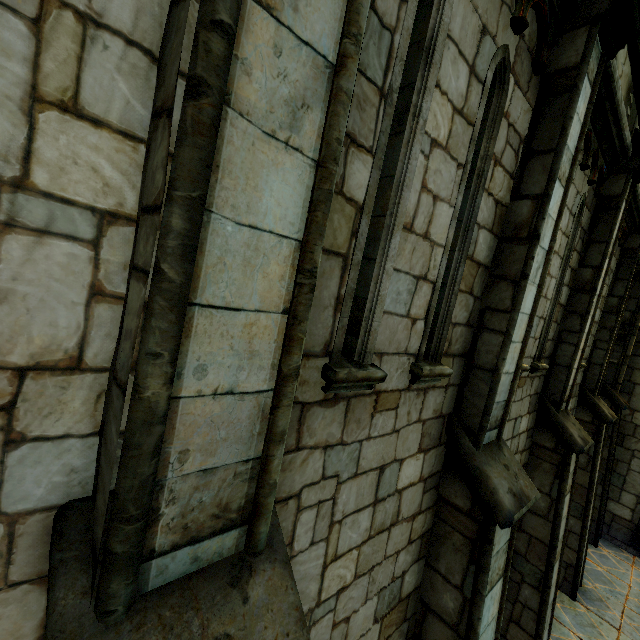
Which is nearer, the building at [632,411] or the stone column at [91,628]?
the stone column at [91,628]

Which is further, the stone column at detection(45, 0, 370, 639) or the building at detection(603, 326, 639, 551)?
the building at detection(603, 326, 639, 551)

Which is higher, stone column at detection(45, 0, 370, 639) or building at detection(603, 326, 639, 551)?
stone column at detection(45, 0, 370, 639)

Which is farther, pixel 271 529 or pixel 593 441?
pixel 593 441

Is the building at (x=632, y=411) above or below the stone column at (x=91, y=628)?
below
